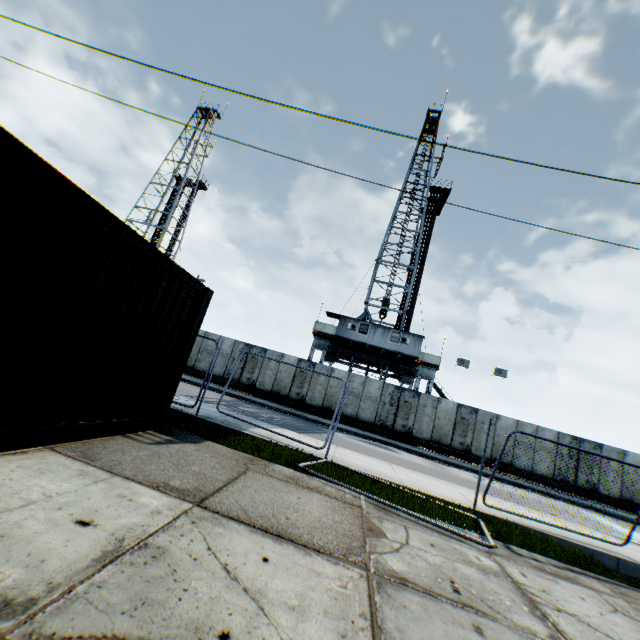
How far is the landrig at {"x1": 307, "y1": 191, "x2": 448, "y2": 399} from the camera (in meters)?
26.06

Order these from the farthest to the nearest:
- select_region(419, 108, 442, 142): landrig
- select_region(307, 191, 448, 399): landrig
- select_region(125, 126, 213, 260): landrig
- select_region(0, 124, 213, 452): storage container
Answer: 1. select_region(125, 126, 213, 260): landrig
2. select_region(419, 108, 442, 142): landrig
3. select_region(307, 191, 448, 399): landrig
4. select_region(0, 124, 213, 452): storage container

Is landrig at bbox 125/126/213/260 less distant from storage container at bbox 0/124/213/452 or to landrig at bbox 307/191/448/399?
landrig at bbox 307/191/448/399

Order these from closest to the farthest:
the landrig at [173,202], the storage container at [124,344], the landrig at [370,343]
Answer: the storage container at [124,344]
the landrig at [370,343]
the landrig at [173,202]

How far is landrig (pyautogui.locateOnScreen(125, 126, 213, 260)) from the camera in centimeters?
4144cm

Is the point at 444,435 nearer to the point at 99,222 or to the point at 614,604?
the point at 614,604

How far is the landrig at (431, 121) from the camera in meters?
36.5

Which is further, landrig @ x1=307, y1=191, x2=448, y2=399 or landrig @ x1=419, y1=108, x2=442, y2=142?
landrig @ x1=419, y1=108, x2=442, y2=142
